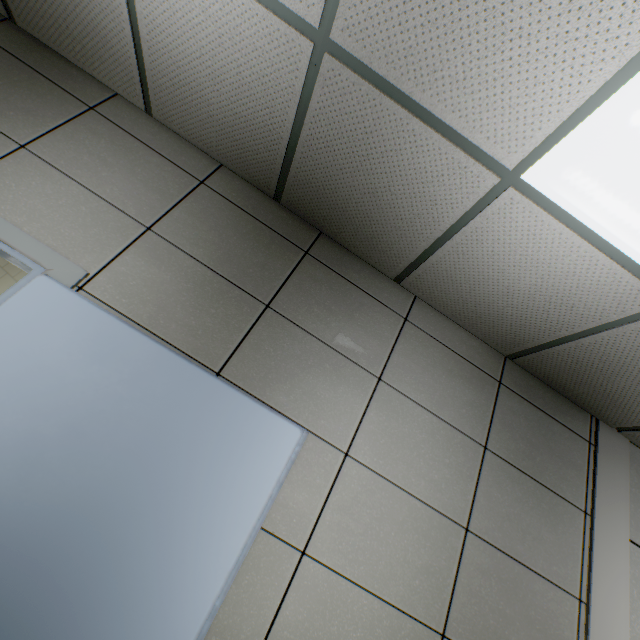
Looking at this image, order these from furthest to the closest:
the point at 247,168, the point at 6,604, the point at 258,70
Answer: the point at 247,168 → the point at 258,70 → the point at 6,604
